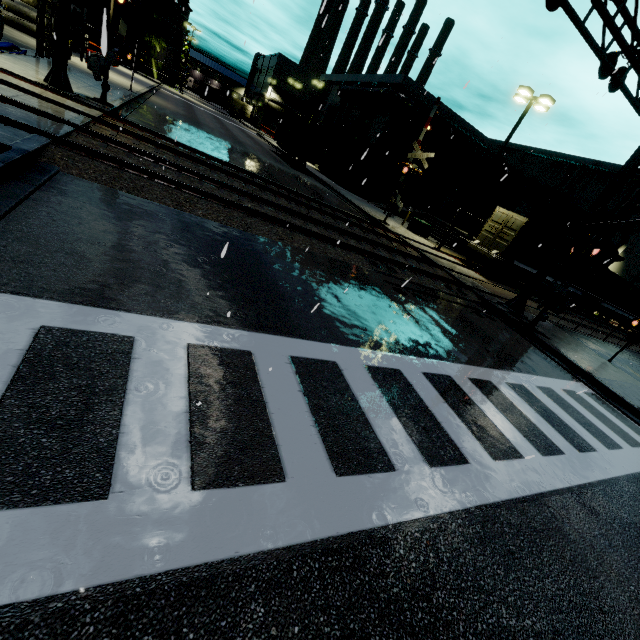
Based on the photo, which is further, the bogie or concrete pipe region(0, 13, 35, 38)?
concrete pipe region(0, 13, 35, 38)

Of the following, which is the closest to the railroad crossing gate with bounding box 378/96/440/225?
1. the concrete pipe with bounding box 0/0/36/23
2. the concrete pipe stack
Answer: the concrete pipe with bounding box 0/0/36/23

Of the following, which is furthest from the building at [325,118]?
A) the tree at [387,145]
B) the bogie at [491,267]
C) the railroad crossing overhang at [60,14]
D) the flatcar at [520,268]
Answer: the bogie at [491,267]

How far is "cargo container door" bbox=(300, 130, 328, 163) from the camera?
29.0 meters

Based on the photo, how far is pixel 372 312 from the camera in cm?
758

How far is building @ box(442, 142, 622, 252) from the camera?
32.97m

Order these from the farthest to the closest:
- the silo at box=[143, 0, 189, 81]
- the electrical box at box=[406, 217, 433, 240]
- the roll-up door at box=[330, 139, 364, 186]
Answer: the silo at box=[143, 0, 189, 81]
the roll-up door at box=[330, 139, 364, 186]
the electrical box at box=[406, 217, 433, 240]

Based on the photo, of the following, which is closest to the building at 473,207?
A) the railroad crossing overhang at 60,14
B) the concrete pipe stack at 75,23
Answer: the concrete pipe stack at 75,23
